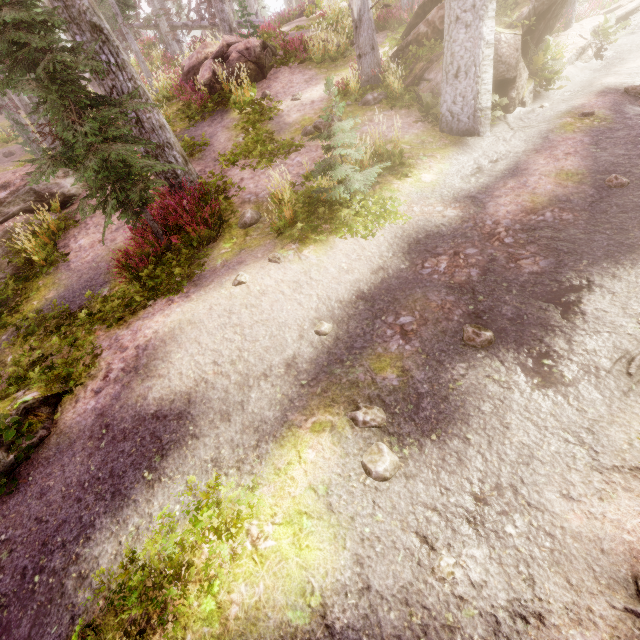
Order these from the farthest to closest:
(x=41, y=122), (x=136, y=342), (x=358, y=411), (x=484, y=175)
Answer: (x=41, y=122), (x=484, y=175), (x=136, y=342), (x=358, y=411)

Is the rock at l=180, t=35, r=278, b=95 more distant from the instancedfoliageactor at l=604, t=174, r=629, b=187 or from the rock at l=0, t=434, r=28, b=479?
the rock at l=0, t=434, r=28, b=479

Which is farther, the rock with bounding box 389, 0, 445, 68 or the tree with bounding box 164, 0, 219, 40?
the tree with bounding box 164, 0, 219, 40

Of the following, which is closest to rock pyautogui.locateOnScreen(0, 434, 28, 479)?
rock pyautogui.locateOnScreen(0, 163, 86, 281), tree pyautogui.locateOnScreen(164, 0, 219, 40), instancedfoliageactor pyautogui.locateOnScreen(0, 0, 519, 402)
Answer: instancedfoliageactor pyautogui.locateOnScreen(0, 0, 519, 402)

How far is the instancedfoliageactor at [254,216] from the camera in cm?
811

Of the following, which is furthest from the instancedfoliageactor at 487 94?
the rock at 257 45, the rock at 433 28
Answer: the rock at 257 45

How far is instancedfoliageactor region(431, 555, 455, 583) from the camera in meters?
3.1

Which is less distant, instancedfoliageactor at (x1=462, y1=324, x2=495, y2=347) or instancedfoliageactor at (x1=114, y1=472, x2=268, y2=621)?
instancedfoliageactor at (x1=114, y1=472, x2=268, y2=621)
